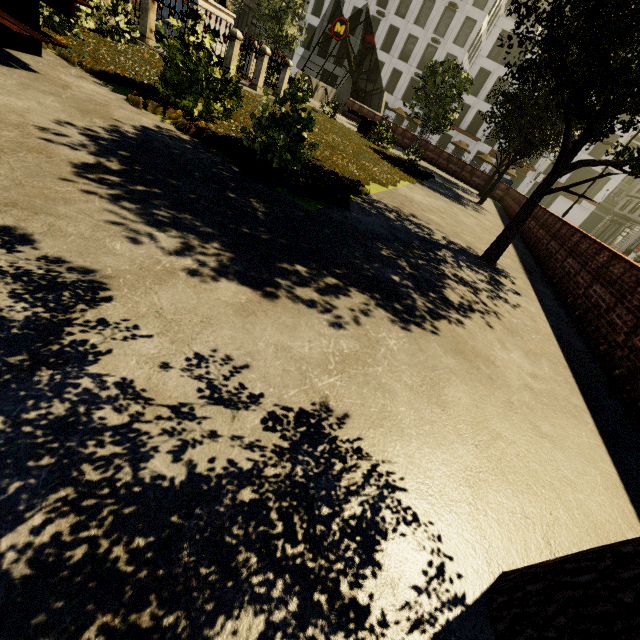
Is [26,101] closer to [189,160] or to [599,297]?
[189,160]

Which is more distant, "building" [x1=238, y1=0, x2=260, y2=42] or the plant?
"building" [x1=238, y1=0, x2=260, y2=42]

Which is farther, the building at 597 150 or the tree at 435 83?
the building at 597 150

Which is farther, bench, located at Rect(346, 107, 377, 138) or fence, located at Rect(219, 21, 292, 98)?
bench, located at Rect(346, 107, 377, 138)

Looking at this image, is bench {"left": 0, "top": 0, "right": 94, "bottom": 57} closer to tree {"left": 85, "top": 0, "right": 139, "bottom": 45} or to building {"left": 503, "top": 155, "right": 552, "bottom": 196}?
tree {"left": 85, "top": 0, "right": 139, "bottom": 45}

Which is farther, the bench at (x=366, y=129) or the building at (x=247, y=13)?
the building at (x=247, y=13)

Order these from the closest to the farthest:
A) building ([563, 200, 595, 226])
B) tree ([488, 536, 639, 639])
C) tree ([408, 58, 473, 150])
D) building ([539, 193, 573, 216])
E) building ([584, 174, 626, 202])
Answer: tree ([488, 536, 639, 639]), tree ([408, 58, 473, 150]), building ([584, 174, 626, 202]), building ([563, 200, 595, 226]), building ([539, 193, 573, 216])

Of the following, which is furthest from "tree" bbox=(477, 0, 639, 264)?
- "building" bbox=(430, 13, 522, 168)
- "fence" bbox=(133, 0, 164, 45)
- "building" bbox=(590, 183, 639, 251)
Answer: "building" bbox=(430, 13, 522, 168)
